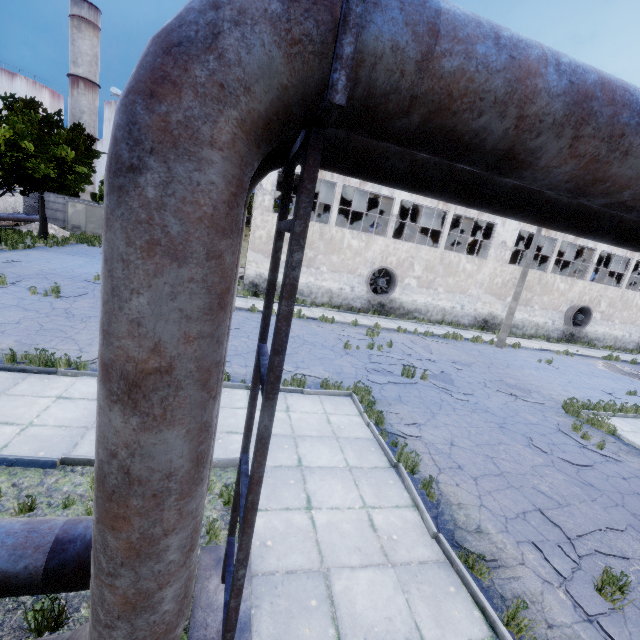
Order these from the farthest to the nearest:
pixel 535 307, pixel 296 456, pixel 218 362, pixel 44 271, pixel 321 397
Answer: pixel 535 307
pixel 44 271
pixel 321 397
pixel 296 456
pixel 218 362

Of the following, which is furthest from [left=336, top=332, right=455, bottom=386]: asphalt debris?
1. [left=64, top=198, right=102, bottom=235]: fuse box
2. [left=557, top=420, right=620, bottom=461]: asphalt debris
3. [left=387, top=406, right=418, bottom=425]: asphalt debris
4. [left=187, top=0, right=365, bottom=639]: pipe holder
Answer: [left=64, top=198, right=102, bottom=235]: fuse box

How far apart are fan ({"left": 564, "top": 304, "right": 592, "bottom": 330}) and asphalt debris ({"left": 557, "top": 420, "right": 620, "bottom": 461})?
19.3m

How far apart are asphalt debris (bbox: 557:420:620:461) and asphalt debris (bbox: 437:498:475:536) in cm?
604

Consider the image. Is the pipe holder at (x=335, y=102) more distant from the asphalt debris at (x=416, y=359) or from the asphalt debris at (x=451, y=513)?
the asphalt debris at (x=416, y=359)

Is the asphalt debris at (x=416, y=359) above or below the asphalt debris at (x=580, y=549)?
above

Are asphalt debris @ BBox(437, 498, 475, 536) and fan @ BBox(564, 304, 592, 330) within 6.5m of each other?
no

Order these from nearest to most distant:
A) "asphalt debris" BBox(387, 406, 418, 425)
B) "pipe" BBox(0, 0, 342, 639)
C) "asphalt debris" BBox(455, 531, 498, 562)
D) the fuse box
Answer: "pipe" BBox(0, 0, 342, 639), "asphalt debris" BBox(455, 531, 498, 562), "asphalt debris" BBox(387, 406, 418, 425), the fuse box
